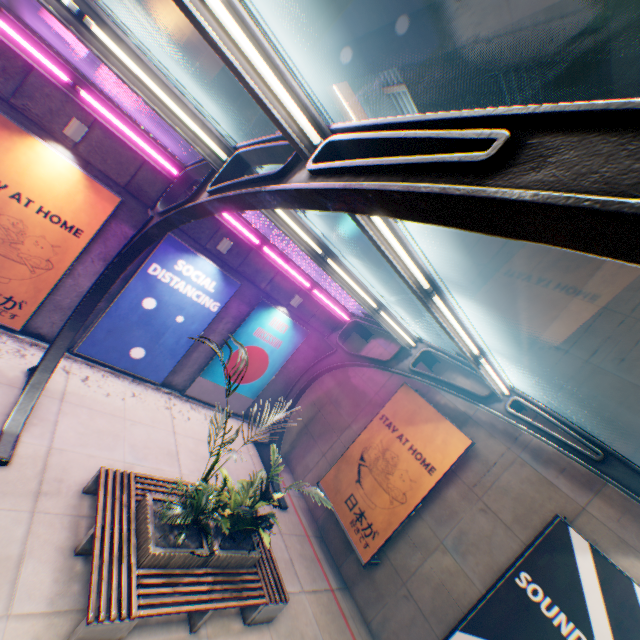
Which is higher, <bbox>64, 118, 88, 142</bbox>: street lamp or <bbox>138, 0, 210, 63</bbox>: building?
<bbox>138, 0, 210, 63</bbox>: building

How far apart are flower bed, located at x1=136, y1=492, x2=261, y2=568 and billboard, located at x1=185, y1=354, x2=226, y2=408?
5.10m

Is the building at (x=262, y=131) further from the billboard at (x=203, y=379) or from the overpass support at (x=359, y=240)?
the billboard at (x=203, y=379)

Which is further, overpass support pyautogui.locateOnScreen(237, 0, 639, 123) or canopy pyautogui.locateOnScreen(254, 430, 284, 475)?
canopy pyautogui.locateOnScreen(254, 430, 284, 475)

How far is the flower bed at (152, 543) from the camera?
5.4m

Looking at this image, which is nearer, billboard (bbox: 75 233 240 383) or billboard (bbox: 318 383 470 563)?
billboard (bbox: 318 383 470 563)

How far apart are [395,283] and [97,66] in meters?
11.3 m

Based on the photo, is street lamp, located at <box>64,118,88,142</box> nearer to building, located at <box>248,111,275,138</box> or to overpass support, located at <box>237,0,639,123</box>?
overpass support, located at <box>237,0,639,123</box>
